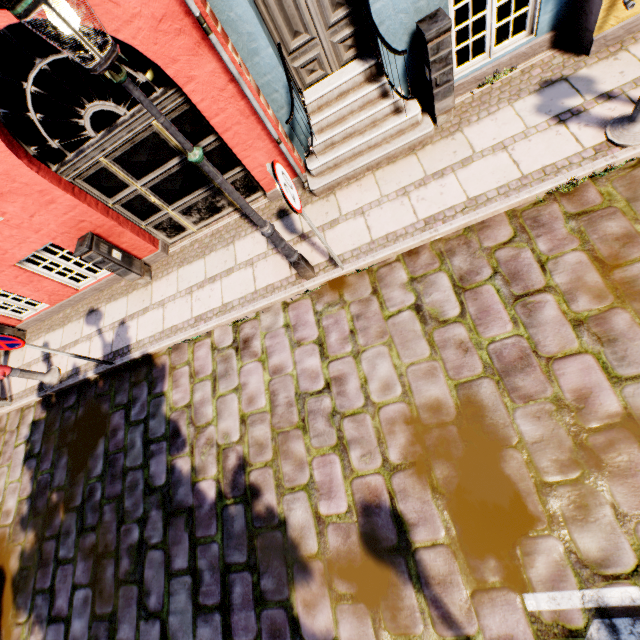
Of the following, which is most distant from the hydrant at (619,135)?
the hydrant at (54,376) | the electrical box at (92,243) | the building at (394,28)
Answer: the hydrant at (54,376)

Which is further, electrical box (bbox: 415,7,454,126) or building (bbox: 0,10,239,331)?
building (bbox: 0,10,239,331)

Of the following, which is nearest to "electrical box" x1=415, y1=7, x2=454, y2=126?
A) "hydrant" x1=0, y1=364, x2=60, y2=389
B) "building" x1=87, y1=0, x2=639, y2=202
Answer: "building" x1=87, y1=0, x2=639, y2=202

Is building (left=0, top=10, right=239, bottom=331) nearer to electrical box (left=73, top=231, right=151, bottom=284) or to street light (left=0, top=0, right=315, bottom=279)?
electrical box (left=73, top=231, right=151, bottom=284)

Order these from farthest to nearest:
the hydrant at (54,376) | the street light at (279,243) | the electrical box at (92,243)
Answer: the hydrant at (54,376), the electrical box at (92,243), the street light at (279,243)

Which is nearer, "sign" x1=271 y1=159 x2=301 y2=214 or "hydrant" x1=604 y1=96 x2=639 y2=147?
"sign" x1=271 y1=159 x2=301 y2=214

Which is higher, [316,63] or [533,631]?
[316,63]

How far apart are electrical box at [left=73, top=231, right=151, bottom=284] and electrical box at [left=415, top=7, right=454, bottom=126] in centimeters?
573cm
